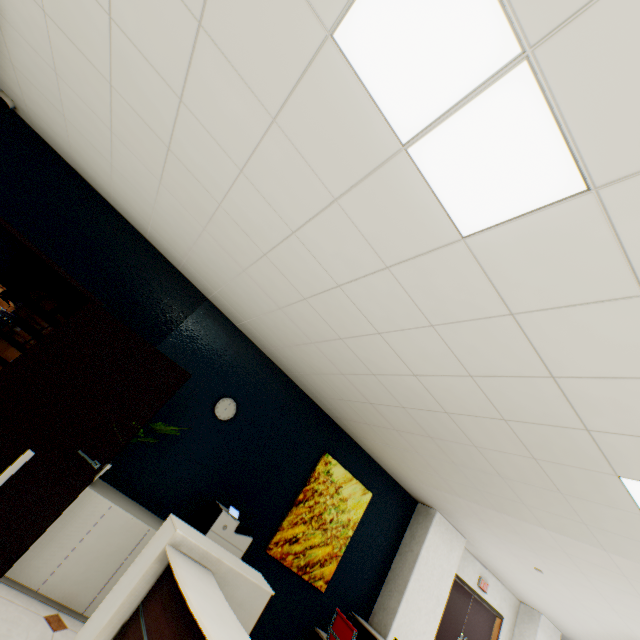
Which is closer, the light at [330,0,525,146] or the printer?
the light at [330,0,525,146]

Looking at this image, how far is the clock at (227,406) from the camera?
4.1 meters

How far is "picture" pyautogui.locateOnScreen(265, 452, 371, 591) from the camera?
4.3m

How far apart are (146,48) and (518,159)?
2.0 meters

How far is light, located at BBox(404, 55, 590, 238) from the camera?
1.0m

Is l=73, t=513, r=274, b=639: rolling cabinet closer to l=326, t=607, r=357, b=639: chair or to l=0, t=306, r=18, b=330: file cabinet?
l=326, t=607, r=357, b=639: chair

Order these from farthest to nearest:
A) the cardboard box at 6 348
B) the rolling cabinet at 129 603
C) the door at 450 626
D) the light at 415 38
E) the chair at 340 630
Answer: the cardboard box at 6 348 < the door at 450 626 < the chair at 340 630 < the rolling cabinet at 129 603 < the light at 415 38

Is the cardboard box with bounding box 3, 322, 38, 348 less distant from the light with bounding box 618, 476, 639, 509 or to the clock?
the clock
